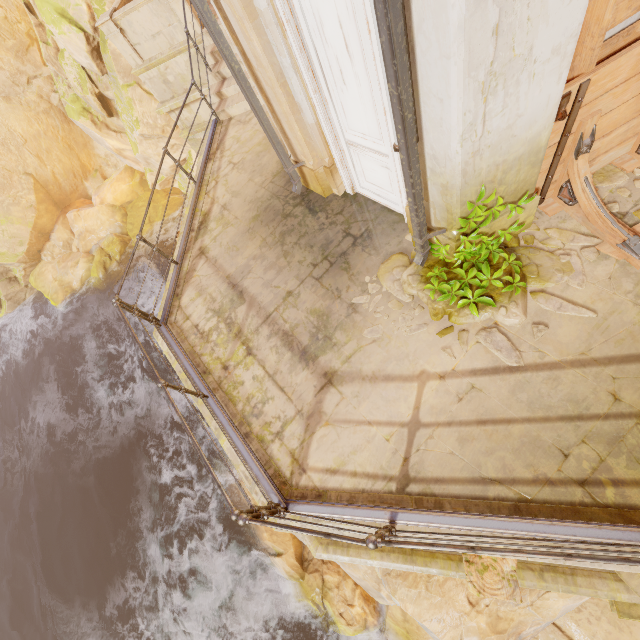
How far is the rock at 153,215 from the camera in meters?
19.8 m

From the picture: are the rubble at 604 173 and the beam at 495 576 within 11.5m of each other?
yes

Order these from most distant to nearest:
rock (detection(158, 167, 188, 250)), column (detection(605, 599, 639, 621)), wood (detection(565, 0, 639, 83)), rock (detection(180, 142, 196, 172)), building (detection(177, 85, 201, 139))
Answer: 1. rock (detection(158, 167, 188, 250))
2. rock (detection(180, 142, 196, 172))
3. building (detection(177, 85, 201, 139))
4. column (detection(605, 599, 639, 621))
5. wood (detection(565, 0, 639, 83))

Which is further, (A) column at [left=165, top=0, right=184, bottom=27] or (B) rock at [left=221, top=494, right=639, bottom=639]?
(A) column at [left=165, top=0, right=184, bottom=27]

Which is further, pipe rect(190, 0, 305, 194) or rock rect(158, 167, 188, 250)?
rock rect(158, 167, 188, 250)

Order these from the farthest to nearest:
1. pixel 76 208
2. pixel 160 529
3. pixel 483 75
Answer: pixel 76 208 → pixel 160 529 → pixel 483 75

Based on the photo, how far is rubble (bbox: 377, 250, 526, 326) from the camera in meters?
3.8

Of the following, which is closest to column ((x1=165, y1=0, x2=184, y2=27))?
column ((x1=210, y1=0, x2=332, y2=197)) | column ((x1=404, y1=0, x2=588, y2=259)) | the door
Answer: column ((x1=210, y1=0, x2=332, y2=197))
